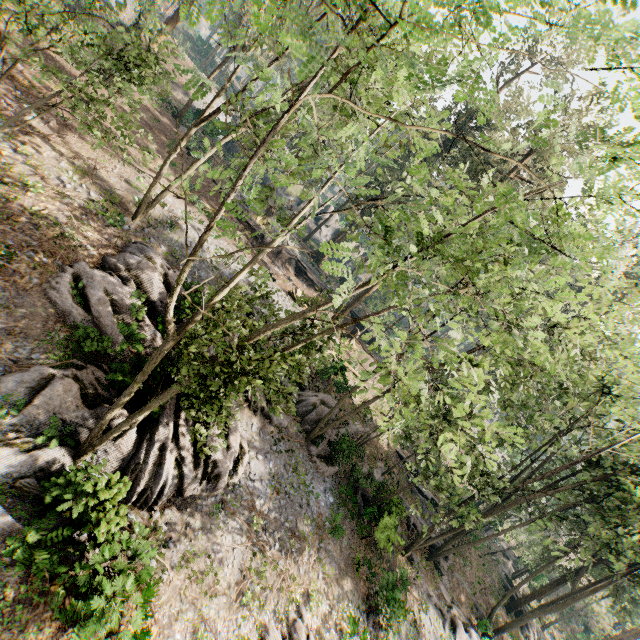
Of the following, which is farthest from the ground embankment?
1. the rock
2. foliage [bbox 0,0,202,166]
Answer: the rock

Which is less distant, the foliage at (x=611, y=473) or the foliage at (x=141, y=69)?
the foliage at (x=611, y=473)

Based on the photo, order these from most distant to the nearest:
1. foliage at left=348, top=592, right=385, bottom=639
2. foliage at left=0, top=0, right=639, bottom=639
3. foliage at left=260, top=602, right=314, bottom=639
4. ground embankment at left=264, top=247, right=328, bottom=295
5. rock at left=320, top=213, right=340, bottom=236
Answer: rock at left=320, top=213, right=340, bottom=236, ground embankment at left=264, top=247, right=328, bottom=295, foliage at left=348, top=592, right=385, bottom=639, foliage at left=260, top=602, right=314, bottom=639, foliage at left=0, top=0, right=639, bottom=639

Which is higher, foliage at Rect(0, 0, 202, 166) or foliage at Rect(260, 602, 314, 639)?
foliage at Rect(0, 0, 202, 166)

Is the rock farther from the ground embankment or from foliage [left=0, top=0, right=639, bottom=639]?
the ground embankment

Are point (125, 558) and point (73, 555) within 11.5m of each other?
yes

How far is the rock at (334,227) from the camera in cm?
5522
